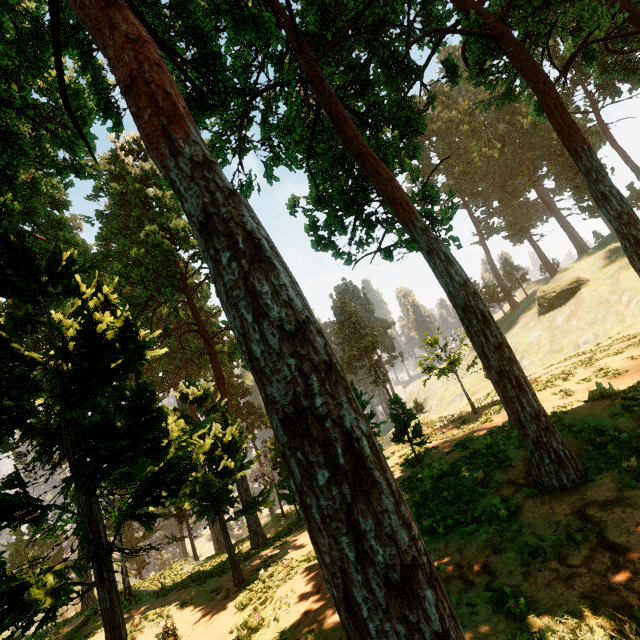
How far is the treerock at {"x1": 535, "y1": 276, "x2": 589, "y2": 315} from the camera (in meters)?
40.31

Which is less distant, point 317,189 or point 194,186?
point 194,186

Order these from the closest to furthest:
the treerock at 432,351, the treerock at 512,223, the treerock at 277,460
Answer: the treerock at 277,460 → the treerock at 432,351 → the treerock at 512,223

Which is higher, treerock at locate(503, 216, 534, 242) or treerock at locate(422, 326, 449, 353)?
treerock at locate(503, 216, 534, 242)

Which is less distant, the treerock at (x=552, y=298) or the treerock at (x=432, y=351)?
the treerock at (x=432, y=351)

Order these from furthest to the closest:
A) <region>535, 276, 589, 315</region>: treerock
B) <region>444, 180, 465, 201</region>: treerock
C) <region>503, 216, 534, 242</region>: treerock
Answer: <region>503, 216, 534, 242</region>: treerock
<region>535, 276, 589, 315</region>: treerock
<region>444, 180, 465, 201</region>: treerock

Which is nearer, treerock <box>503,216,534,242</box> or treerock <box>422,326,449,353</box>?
treerock <box>422,326,449,353</box>
